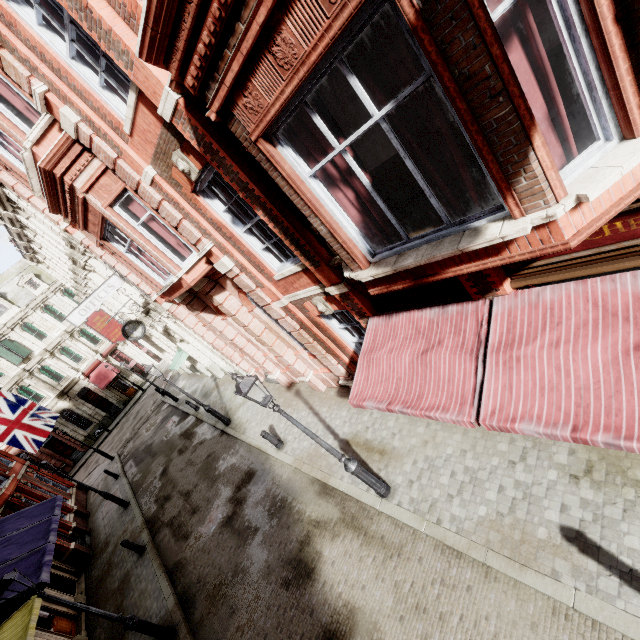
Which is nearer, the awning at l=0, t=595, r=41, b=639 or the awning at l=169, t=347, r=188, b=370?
the awning at l=0, t=595, r=41, b=639

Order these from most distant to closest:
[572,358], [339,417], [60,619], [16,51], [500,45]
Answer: [60,619] → [339,417] → [16,51] → [572,358] → [500,45]

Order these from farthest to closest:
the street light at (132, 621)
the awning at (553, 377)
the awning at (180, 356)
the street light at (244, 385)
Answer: the awning at (180, 356) → the street light at (132, 621) → the street light at (244, 385) → the awning at (553, 377)

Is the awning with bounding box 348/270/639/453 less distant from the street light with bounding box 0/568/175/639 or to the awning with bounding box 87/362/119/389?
the street light with bounding box 0/568/175/639

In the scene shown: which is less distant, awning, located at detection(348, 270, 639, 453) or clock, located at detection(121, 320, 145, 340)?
awning, located at detection(348, 270, 639, 453)

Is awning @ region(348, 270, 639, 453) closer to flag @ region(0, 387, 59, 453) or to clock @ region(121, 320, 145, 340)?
clock @ region(121, 320, 145, 340)

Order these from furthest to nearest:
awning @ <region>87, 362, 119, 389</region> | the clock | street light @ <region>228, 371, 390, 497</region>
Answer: awning @ <region>87, 362, 119, 389</region> → the clock → street light @ <region>228, 371, 390, 497</region>

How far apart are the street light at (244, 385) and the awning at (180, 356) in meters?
15.4
